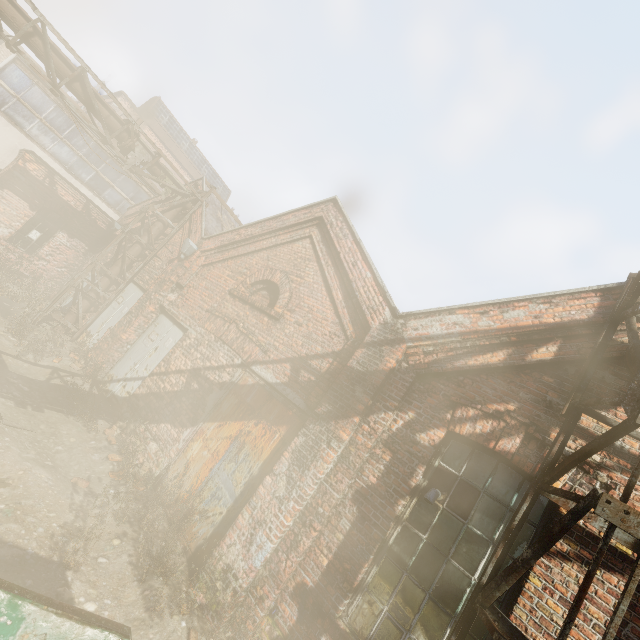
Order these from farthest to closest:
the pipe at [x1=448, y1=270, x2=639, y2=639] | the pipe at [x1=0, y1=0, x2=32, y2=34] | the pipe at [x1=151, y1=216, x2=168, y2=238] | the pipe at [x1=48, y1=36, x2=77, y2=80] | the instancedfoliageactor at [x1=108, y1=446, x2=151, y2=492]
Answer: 1. the pipe at [x1=151, y1=216, x2=168, y2=238]
2. the pipe at [x1=48, y1=36, x2=77, y2=80]
3. the pipe at [x1=0, y1=0, x2=32, y2=34]
4. the instancedfoliageactor at [x1=108, y1=446, x2=151, y2=492]
5. the pipe at [x1=448, y1=270, x2=639, y2=639]

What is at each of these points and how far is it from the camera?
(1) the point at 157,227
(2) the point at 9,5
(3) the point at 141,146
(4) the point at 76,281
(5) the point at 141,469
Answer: (1) pipe, 10.8 meters
(2) pipe, 7.0 meters
(3) pipe, 9.5 meters
(4) scaffolding, 9.8 meters
(5) instancedfoliageactor, 5.9 meters

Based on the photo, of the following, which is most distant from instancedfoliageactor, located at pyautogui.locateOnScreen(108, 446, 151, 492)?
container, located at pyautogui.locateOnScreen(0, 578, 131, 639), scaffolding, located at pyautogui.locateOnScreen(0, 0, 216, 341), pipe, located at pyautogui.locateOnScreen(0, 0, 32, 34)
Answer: scaffolding, located at pyautogui.locateOnScreen(0, 0, 216, 341)

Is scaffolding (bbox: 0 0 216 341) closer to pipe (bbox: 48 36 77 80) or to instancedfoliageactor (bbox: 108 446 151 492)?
pipe (bbox: 48 36 77 80)

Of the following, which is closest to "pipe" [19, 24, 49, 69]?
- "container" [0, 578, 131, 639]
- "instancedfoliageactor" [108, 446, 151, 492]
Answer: "container" [0, 578, 131, 639]

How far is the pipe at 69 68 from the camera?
7.7m

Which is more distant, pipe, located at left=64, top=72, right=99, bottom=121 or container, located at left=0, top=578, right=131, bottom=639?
pipe, located at left=64, top=72, right=99, bottom=121

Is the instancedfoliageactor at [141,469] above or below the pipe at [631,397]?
below
